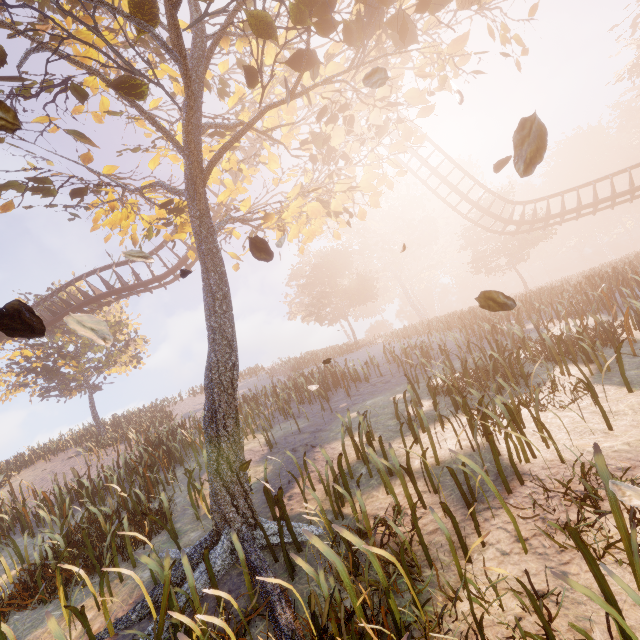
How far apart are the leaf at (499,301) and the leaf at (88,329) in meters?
3.1 m

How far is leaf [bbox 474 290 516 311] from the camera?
3.1m

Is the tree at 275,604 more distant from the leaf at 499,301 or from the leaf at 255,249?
the leaf at 499,301

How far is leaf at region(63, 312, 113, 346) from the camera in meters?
2.2

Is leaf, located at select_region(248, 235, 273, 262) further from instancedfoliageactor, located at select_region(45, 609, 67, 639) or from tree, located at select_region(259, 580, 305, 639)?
instancedfoliageactor, located at select_region(45, 609, 67, 639)

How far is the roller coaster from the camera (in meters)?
17.39

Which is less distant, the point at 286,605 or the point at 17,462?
the point at 286,605

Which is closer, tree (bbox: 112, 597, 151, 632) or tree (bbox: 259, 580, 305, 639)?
tree (bbox: 259, 580, 305, 639)
